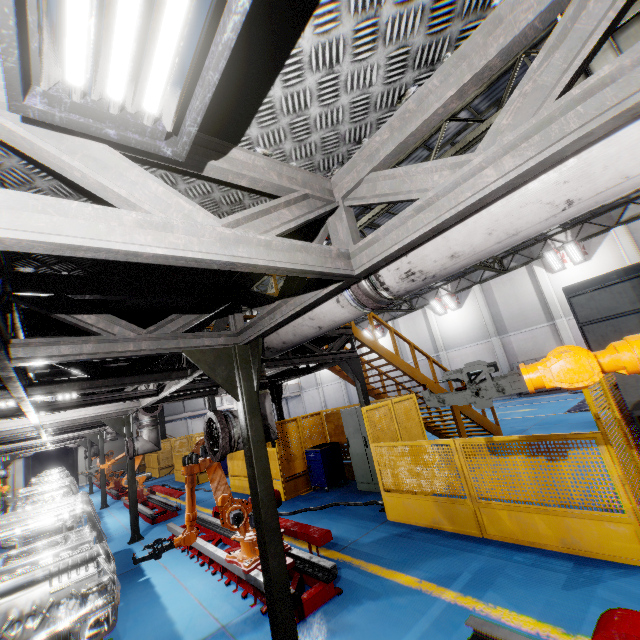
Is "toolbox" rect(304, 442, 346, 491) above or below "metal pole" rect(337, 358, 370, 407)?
below

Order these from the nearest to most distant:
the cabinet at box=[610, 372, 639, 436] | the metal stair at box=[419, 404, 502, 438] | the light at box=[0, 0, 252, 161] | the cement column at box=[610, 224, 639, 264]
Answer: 1. the light at box=[0, 0, 252, 161]
2. the cabinet at box=[610, 372, 639, 436]
3. the metal stair at box=[419, 404, 502, 438]
4. the cement column at box=[610, 224, 639, 264]

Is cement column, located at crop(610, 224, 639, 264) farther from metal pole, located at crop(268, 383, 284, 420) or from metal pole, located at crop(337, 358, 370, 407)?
metal pole, located at crop(268, 383, 284, 420)

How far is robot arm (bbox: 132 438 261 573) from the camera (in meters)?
4.84

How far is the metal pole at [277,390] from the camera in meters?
10.4

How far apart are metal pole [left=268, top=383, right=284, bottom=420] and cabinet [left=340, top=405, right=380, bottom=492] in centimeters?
200cm

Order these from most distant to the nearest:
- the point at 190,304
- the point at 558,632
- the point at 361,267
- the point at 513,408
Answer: the point at 513,408
the point at 190,304
the point at 558,632
the point at 361,267

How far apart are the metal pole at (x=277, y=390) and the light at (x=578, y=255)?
17.84m
